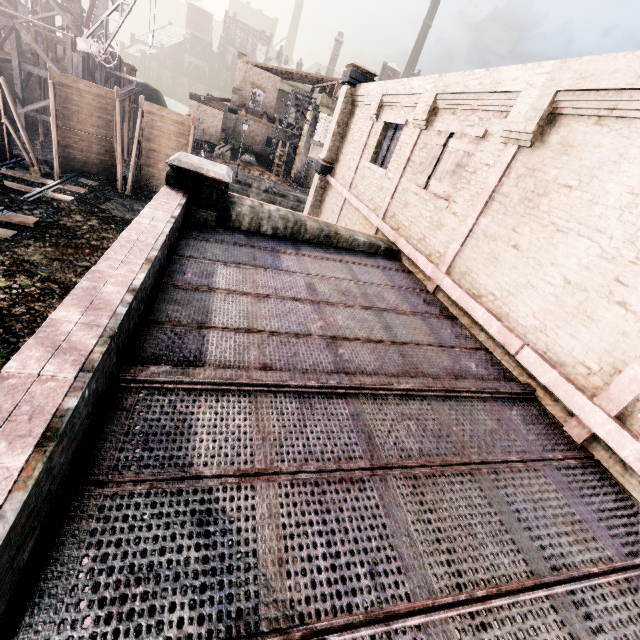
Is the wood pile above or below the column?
above

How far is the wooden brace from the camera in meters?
24.8 m

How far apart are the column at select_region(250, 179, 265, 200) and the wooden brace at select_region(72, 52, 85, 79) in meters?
14.5 m

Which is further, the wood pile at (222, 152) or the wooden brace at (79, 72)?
the wood pile at (222, 152)

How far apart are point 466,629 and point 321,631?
A: 1.2m

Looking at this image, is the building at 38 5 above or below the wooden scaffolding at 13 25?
above

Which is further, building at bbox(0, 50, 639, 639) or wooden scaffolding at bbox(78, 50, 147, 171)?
wooden scaffolding at bbox(78, 50, 147, 171)

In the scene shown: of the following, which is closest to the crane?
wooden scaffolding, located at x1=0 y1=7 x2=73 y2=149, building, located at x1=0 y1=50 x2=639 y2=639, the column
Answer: wooden scaffolding, located at x1=0 y1=7 x2=73 y2=149
